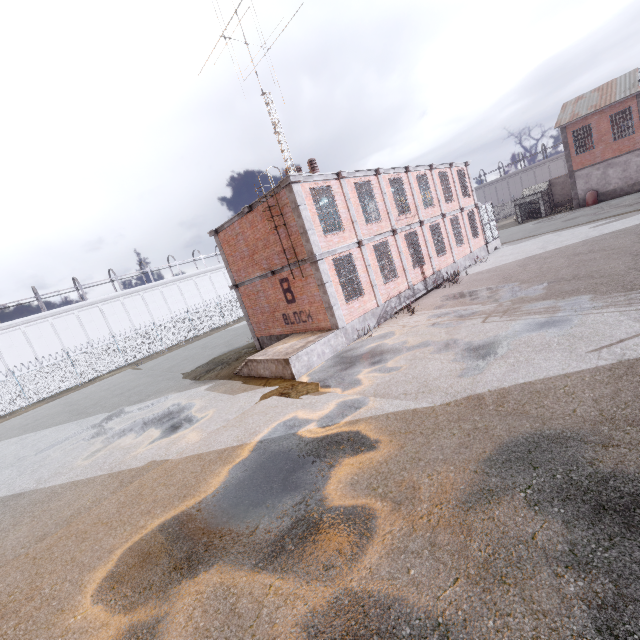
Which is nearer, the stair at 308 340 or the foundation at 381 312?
the stair at 308 340

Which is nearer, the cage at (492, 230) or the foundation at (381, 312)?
the foundation at (381, 312)

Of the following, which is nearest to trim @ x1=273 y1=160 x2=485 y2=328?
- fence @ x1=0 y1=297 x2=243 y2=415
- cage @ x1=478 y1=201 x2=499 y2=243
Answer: cage @ x1=478 y1=201 x2=499 y2=243

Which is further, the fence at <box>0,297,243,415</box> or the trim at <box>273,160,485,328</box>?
the fence at <box>0,297,243,415</box>

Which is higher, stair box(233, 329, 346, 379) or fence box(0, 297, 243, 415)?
fence box(0, 297, 243, 415)

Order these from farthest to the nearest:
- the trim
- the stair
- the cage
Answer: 1. the cage
2. the trim
3. the stair

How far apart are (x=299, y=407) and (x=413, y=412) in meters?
3.5 m

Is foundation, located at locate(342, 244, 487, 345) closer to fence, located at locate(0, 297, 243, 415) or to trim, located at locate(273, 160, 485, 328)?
trim, located at locate(273, 160, 485, 328)
